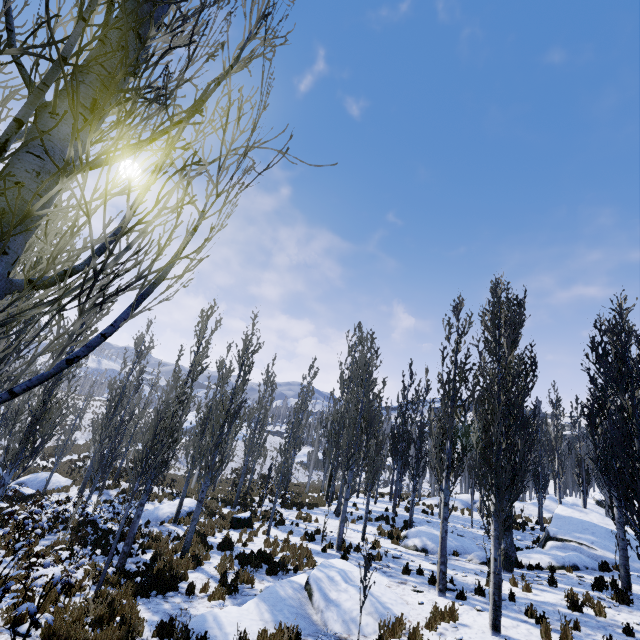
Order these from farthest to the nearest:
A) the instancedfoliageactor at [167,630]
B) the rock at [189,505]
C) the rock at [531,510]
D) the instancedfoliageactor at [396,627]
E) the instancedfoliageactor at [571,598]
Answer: the rock at [531,510] → the rock at [189,505] → the instancedfoliageactor at [571,598] → the instancedfoliageactor at [396,627] → the instancedfoliageactor at [167,630]

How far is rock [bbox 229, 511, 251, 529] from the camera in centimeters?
1711cm

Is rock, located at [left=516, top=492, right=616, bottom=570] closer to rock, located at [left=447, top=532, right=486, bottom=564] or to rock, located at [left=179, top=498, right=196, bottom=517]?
rock, located at [left=447, top=532, right=486, bottom=564]

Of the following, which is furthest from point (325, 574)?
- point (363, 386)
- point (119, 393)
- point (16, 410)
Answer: point (16, 410)

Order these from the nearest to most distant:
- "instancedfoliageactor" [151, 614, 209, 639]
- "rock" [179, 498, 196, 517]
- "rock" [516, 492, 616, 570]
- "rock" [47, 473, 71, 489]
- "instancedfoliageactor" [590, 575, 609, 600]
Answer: "instancedfoliageactor" [151, 614, 209, 639] < "instancedfoliageactor" [590, 575, 609, 600] < "rock" [516, 492, 616, 570] < "rock" [179, 498, 196, 517] < "rock" [47, 473, 71, 489]

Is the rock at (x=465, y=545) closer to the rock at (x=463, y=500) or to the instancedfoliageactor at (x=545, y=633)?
the instancedfoliageactor at (x=545, y=633)

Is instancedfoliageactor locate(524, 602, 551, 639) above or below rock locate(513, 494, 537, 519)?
below

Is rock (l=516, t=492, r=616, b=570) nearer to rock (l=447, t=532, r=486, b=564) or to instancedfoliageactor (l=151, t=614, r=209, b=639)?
instancedfoliageactor (l=151, t=614, r=209, b=639)
